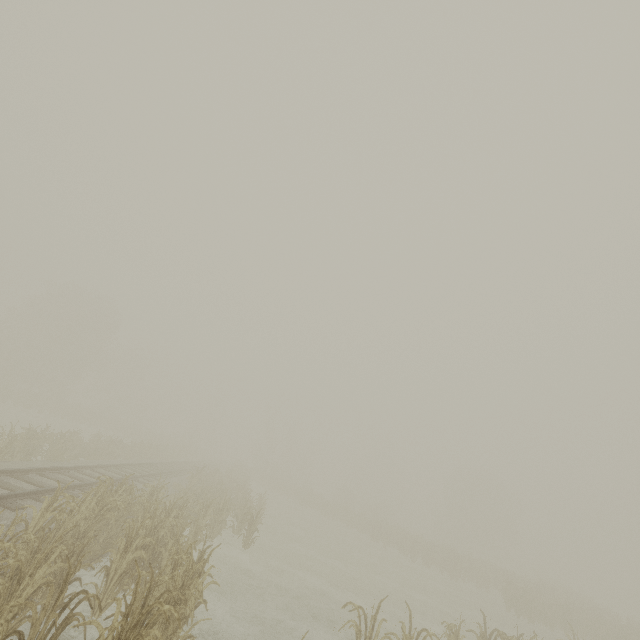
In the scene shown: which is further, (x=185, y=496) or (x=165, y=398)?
(x=165, y=398)
